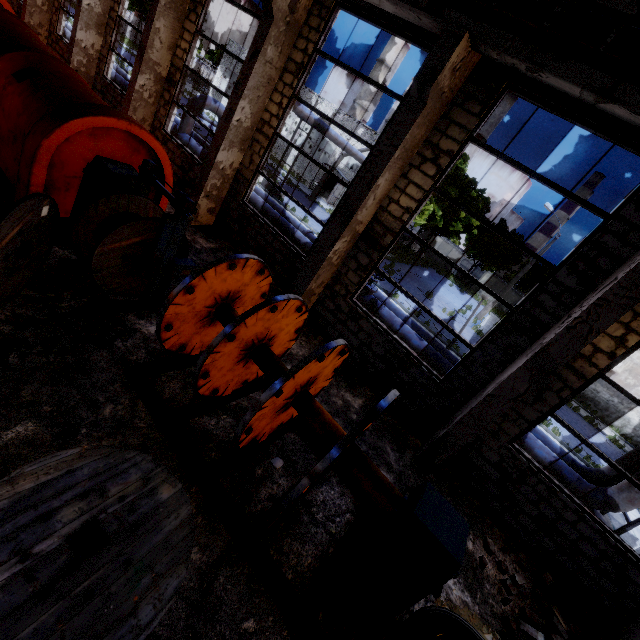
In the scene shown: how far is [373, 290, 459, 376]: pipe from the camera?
10.1 meters

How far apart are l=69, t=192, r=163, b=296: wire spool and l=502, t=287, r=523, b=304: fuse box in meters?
45.0

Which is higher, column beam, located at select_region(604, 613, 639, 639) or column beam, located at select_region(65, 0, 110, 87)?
column beam, located at select_region(65, 0, 110, 87)

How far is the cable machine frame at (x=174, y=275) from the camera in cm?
493

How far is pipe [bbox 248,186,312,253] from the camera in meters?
12.2 m

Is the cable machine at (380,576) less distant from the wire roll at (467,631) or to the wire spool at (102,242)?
the wire roll at (467,631)

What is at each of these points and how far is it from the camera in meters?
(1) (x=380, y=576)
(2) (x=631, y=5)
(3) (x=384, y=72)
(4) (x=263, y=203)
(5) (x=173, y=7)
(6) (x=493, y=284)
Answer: (1) cable machine, 3.5 m
(2) beam, 4.2 m
(3) chimney, 48.8 m
(4) pipe, 13.1 m
(5) column beam, 9.4 m
(6) fuse box, 42.9 m

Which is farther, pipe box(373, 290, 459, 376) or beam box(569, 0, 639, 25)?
pipe box(373, 290, 459, 376)
